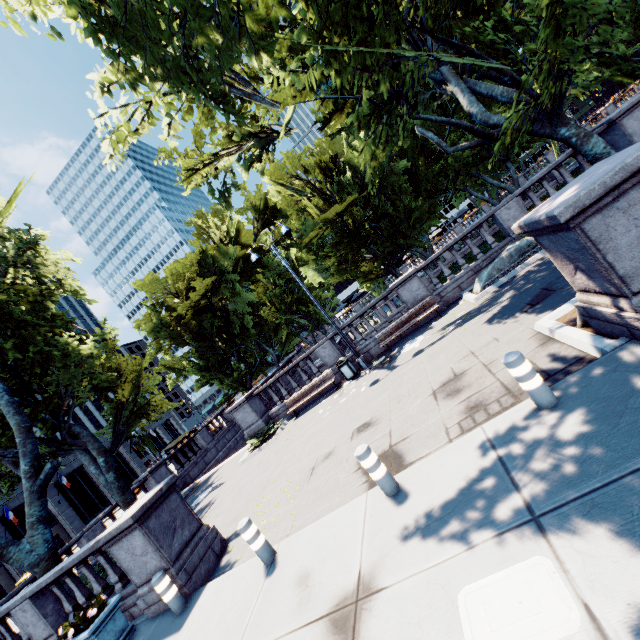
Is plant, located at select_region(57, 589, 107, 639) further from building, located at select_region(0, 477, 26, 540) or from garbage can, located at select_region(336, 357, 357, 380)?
building, located at select_region(0, 477, 26, 540)

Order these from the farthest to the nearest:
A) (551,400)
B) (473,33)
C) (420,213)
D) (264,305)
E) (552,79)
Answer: (264,305) → (420,213) → (473,33) → (552,79) → (551,400)

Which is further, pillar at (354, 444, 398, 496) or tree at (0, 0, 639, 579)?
tree at (0, 0, 639, 579)

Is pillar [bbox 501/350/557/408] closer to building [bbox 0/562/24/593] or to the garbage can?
the garbage can

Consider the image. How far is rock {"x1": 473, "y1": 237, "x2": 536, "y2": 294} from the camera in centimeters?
1168cm

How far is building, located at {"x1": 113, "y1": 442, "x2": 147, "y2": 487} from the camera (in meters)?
49.85

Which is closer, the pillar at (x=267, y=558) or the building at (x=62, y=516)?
the pillar at (x=267, y=558)

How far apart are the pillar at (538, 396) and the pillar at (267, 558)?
5.0m
